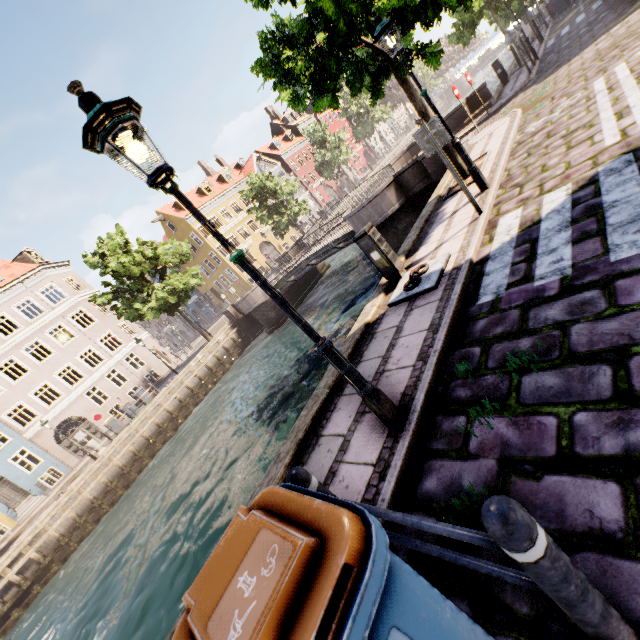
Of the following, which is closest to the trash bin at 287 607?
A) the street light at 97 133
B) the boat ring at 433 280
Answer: the street light at 97 133

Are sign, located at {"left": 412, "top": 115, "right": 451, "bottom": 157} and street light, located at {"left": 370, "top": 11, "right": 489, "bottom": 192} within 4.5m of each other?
yes

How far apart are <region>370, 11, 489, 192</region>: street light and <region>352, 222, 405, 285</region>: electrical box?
2.6m

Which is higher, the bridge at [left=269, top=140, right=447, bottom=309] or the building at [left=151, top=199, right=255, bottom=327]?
the building at [left=151, top=199, right=255, bottom=327]

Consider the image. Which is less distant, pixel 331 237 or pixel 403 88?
pixel 403 88

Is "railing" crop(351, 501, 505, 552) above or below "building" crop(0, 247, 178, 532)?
below

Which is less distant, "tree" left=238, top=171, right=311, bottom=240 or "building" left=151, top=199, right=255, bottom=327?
"tree" left=238, top=171, right=311, bottom=240

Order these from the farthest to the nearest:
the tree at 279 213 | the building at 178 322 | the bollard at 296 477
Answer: the building at 178 322 → the tree at 279 213 → the bollard at 296 477
